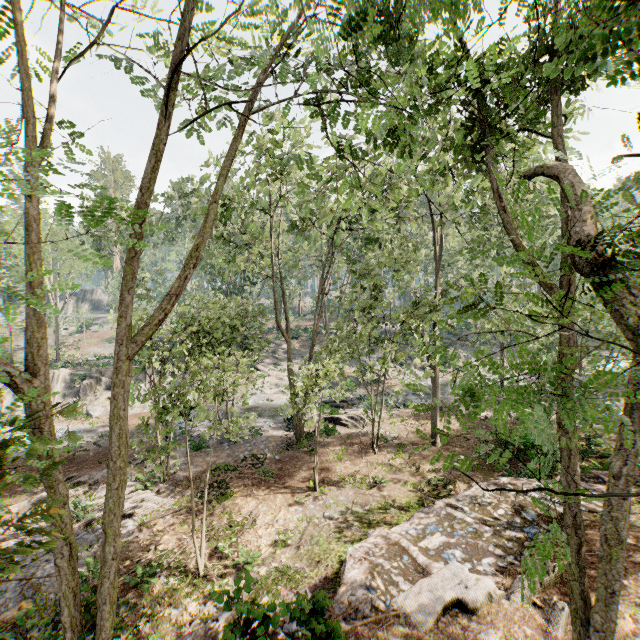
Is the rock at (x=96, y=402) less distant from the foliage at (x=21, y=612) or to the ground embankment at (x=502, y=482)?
the foliage at (x=21, y=612)

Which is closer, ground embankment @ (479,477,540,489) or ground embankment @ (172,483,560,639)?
ground embankment @ (172,483,560,639)

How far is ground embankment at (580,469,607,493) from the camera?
11.4m

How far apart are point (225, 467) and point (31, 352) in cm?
1476

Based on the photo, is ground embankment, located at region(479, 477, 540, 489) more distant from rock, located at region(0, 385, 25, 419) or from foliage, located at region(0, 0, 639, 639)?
rock, located at region(0, 385, 25, 419)

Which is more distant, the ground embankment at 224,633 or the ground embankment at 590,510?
the ground embankment at 590,510

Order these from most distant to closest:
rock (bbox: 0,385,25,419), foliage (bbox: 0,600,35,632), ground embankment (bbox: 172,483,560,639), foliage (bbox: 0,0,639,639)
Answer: rock (bbox: 0,385,25,419), foliage (bbox: 0,600,35,632), ground embankment (bbox: 172,483,560,639), foliage (bbox: 0,0,639,639)
